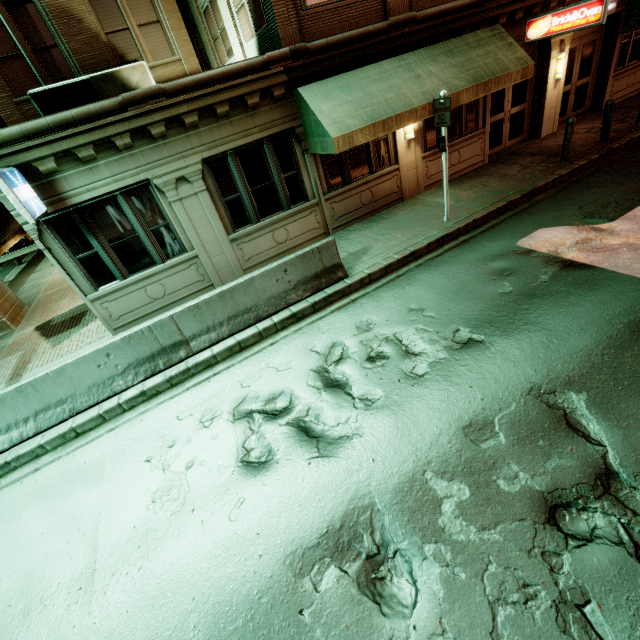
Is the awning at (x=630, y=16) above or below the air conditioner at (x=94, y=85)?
below

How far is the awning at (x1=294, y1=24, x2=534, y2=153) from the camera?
7.9m

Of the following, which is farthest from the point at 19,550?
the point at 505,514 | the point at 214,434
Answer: the point at 505,514

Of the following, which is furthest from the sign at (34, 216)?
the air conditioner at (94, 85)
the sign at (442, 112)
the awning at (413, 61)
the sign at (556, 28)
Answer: the sign at (556, 28)

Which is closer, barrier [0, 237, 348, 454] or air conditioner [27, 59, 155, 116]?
barrier [0, 237, 348, 454]

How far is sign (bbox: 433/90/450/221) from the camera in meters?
7.4

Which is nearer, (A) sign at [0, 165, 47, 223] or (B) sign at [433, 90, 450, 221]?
(A) sign at [0, 165, 47, 223]

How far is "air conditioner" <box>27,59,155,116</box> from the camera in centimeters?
926cm
